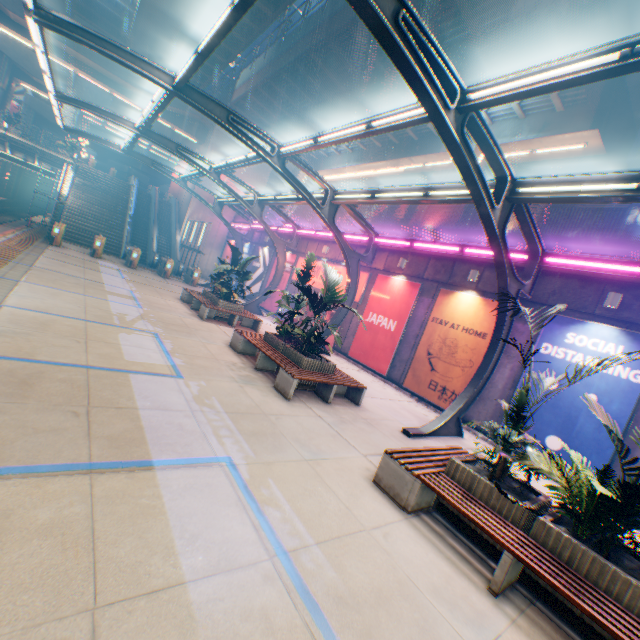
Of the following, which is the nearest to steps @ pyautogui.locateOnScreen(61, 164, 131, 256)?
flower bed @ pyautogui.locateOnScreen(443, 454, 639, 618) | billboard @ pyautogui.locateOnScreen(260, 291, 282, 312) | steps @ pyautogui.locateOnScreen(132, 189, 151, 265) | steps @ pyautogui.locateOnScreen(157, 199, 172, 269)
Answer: steps @ pyautogui.locateOnScreen(132, 189, 151, 265)

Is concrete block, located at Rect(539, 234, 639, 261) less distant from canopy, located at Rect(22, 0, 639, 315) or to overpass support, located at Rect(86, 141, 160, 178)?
canopy, located at Rect(22, 0, 639, 315)

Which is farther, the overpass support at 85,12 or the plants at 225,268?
the overpass support at 85,12

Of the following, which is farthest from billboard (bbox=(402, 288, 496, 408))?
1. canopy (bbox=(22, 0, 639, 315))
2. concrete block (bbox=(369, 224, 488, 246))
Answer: concrete block (bbox=(369, 224, 488, 246))

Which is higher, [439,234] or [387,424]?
[439,234]

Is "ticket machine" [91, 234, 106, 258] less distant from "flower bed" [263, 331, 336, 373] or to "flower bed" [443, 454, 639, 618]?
"flower bed" [263, 331, 336, 373]

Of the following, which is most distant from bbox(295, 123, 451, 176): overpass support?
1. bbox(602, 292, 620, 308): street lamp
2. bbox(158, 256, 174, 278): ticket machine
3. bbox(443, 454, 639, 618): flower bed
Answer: bbox(158, 256, 174, 278): ticket machine

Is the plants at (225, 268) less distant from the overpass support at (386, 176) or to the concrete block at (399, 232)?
the concrete block at (399, 232)
